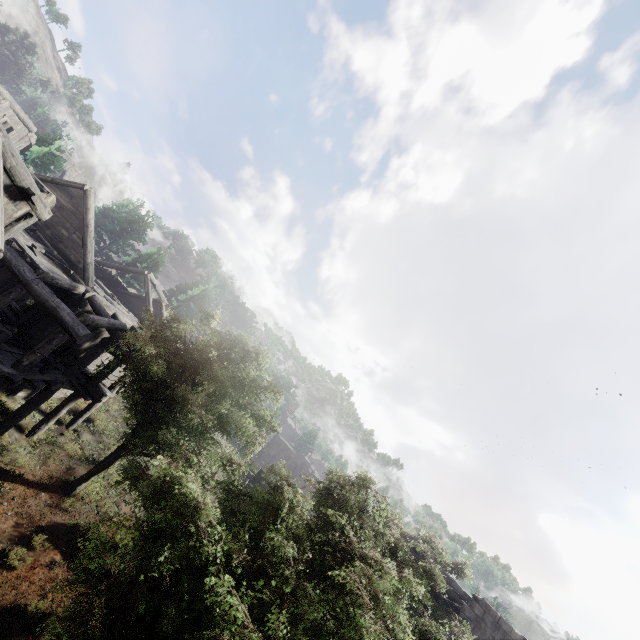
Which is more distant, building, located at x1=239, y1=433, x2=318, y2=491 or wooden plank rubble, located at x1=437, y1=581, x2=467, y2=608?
building, located at x1=239, y1=433, x2=318, y2=491

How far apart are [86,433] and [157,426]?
9.1m

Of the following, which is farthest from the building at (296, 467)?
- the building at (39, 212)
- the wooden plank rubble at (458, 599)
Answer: the wooden plank rubble at (458, 599)

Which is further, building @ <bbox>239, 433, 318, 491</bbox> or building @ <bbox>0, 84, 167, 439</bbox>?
building @ <bbox>239, 433, 318, 491</bbox>

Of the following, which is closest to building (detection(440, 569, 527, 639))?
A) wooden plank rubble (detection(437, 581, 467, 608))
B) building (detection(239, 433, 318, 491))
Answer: wooden plank rubble (detection(437, 581, 467, 608))

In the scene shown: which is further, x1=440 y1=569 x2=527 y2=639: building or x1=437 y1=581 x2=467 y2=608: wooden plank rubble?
x1=437 y1=581 x2=467 y2=608: wooden plank rubble
